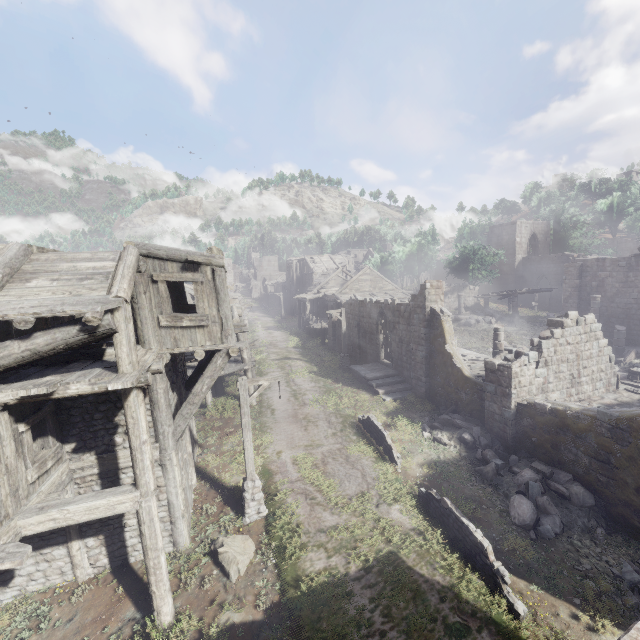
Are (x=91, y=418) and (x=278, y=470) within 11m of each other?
yes

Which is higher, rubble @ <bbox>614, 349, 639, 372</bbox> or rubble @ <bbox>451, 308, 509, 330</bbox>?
rubble @ <bbox>451, 308, 509, 330</bbox>

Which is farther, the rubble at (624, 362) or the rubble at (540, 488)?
the rubble at (624, 362)

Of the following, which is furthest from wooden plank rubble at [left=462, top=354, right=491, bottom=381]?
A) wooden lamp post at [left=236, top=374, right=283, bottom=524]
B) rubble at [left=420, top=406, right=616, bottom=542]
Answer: wooden lamp post at [left=236, top=374, right=283, bottom=524]

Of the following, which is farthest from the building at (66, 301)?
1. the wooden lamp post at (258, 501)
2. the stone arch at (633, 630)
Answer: the stone arch at (633, 630)

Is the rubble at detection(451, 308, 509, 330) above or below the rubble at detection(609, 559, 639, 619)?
above

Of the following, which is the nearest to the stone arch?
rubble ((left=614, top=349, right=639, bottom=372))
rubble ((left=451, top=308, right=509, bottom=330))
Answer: rubble ((left=614, top=349, right=639, bottom=372))

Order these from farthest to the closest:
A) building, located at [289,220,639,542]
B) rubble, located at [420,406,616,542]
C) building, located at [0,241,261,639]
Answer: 1. building, located at [289,220,639,542]
2. rubble, located at [420,406,616,542]
3. building, located at [0,241,261,639]
